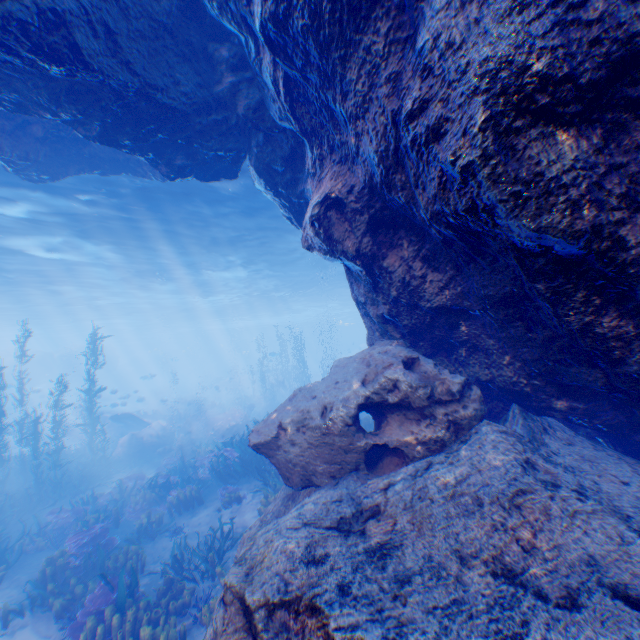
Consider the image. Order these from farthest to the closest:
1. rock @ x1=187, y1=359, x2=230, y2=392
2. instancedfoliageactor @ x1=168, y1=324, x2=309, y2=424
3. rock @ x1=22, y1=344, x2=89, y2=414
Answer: rock @ x1=187, y1=359, x2=230, y2=392 < rock @ x1=22, y1=344, x2=89, y2=414 < instancedfoliageactor @ x1=168, y1=324, x2=309, y2=424

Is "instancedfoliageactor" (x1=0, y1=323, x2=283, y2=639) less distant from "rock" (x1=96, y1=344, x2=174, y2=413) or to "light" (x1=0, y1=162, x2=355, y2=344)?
"rock" (x1=96, y1=344, x2=174, y2=413)

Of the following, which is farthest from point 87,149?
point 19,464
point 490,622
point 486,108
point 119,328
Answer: point 119,328

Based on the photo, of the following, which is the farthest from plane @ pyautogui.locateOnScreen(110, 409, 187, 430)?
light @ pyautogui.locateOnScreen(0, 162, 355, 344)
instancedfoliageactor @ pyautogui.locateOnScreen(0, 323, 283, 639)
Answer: light @ pyautogui.locateOnScreen(0, 162, 355, 344)

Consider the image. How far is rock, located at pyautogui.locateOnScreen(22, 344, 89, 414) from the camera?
35.3m

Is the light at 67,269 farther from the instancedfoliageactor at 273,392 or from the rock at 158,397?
the instancedfoliageactor at 273,392

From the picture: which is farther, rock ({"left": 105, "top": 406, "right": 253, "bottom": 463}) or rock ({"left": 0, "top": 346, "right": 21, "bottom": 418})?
rock ({"left": 0, "top": 346, "right": 21, "bottom": 418})

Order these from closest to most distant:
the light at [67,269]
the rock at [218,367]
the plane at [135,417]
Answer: the light at [67,269] → the plane at [135,417] → the rock at [218,367]
